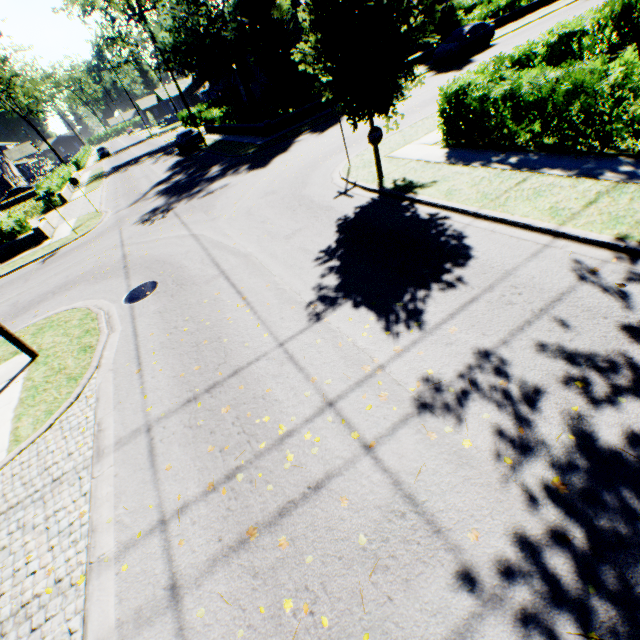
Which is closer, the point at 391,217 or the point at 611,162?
the point at 611,162

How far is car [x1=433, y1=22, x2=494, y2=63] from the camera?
22.45m

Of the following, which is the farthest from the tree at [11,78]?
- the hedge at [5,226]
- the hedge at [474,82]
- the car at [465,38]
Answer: the hedge at [5,226]

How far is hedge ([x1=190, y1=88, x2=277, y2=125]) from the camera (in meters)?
23.42

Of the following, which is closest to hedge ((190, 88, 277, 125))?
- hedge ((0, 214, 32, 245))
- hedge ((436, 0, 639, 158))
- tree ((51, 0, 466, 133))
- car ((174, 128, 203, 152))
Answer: tree ((51, 0, 466, 133))

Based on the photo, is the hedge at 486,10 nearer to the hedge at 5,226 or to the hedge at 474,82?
the hedge at 5,226

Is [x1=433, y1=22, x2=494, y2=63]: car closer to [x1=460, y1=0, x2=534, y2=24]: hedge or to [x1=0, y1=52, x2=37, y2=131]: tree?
[x1=0, y1=52, x2=37, y2=131]: tree

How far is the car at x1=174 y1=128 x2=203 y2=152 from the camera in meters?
28.7 m
